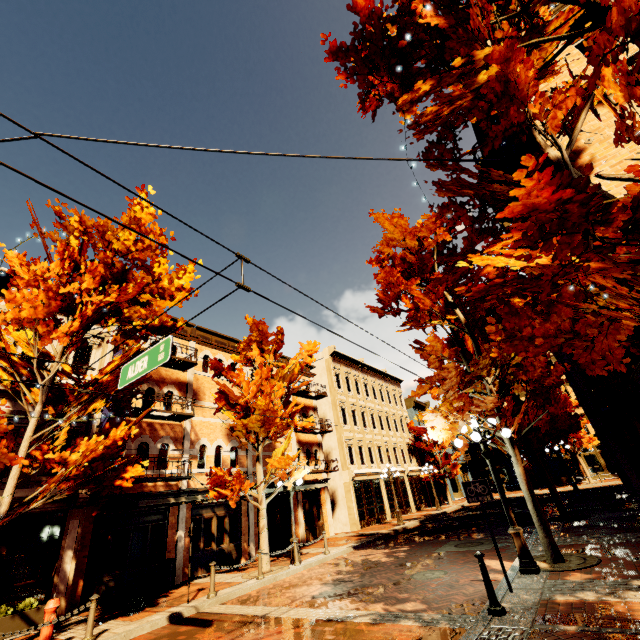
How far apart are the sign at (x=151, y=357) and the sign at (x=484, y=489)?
6.9m

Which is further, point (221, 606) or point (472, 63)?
point (221, 606)

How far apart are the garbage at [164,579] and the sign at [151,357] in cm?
1042

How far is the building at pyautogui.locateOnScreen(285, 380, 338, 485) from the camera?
21.3 meters

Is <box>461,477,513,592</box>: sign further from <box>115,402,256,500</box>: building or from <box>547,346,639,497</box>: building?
<box>547,346,639,497</box>: building

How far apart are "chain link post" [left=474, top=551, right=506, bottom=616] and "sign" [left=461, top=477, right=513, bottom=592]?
1.0 meters

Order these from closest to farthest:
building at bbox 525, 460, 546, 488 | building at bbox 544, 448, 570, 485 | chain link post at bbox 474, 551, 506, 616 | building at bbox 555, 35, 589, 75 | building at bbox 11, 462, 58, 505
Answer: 1. chain link post at bbox 474, 551, 506, 616
2. building at bbox 555, 35, 589, 75
3. building at bbox 11, 462, 58, 505
4. building at bbox 544, 448, 570, 485
5. building at bbox 525, 460, 546, 488

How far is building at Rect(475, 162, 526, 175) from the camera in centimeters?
955cm
